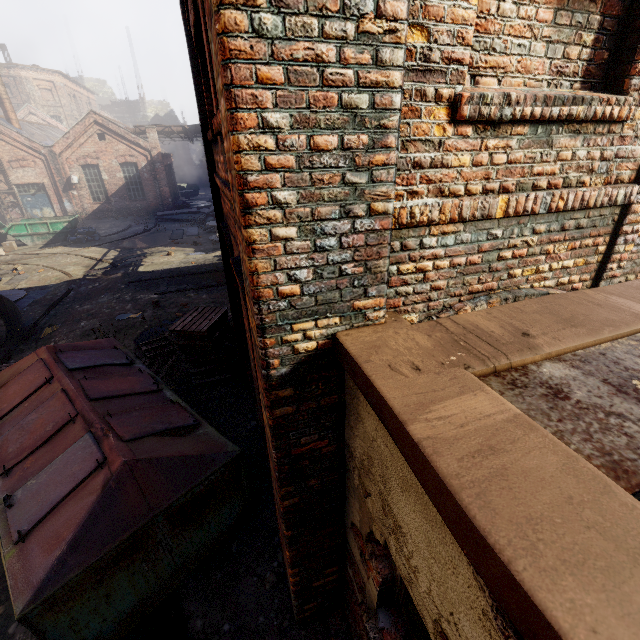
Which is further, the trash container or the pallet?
the pallet

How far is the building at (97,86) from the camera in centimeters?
5522cm

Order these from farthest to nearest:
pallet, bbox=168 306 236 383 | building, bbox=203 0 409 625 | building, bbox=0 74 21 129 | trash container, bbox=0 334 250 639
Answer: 1. building, bbox=0 74 21 129
2. pallet, bbox=168 306 236 383
3. trash container, bbox=0 334 250 639
4. building, bbox=203 0 409 625

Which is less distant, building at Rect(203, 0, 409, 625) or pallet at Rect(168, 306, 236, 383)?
building at Rect(203, 0, 409, 625)

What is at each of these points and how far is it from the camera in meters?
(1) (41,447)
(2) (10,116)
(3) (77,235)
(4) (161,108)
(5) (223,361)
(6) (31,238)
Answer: (1) trash container, 4.0
(2) building, 23.5
(3) trash bag, 19.8
(4) building, 50.1
(5) pallet, 7.5
(6) container, 19.5

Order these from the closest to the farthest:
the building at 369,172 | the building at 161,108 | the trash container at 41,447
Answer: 1. the building at 369,172
2. the trash container at 41,447
3. the building at 161,108

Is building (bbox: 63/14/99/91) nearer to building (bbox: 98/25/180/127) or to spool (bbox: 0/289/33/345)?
building (bbox: 98/25/180/127)

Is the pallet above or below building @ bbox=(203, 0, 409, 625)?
below
